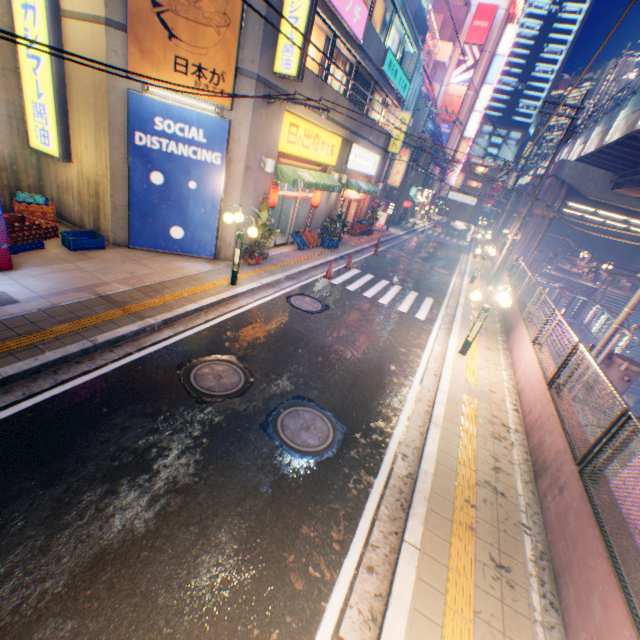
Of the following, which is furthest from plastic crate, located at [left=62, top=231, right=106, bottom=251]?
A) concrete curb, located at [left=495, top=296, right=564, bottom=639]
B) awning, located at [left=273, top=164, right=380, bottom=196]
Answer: concrete curb, located at [left=495, top=296, right=564, bottom=639]

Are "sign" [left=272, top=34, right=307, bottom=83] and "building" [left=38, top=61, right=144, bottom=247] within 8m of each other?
yes

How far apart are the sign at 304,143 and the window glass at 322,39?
1.44m

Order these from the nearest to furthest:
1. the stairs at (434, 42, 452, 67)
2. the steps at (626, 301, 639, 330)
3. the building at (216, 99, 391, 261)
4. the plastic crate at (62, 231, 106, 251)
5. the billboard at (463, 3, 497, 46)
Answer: the plastic crate at (62, 231, 106, 251) → the building at (216, 99, 391, 261) → the steps at (626, 301, 639, 330) → the billboard at (463, 3, 497, 46) → the stairs at (434, 42, 452, 67)

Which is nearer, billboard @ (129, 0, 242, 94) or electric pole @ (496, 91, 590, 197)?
billboard @ (129, 0, 242, 94)

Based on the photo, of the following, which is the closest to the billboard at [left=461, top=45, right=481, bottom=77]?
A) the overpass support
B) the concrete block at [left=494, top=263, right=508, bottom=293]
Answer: the overpass support

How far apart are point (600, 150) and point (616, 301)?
16.6 meters

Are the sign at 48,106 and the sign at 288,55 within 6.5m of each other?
yes
